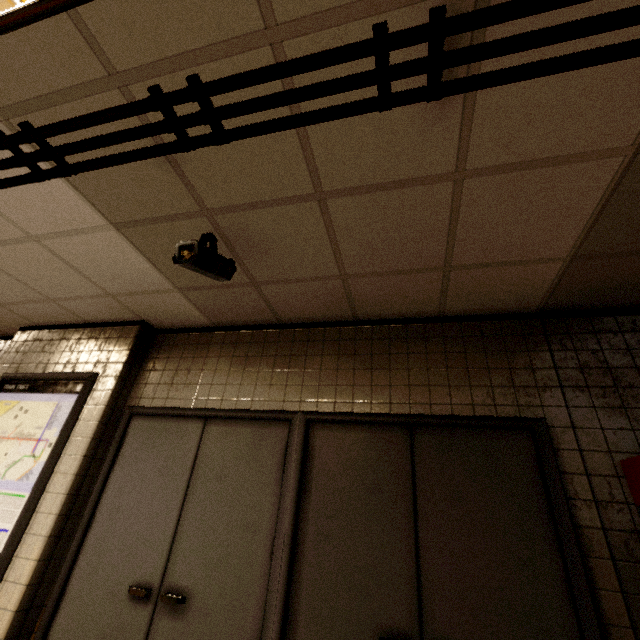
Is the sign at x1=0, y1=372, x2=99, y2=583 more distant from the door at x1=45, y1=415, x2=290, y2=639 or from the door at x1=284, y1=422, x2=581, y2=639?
the door at x1=284, y1=422, x2=581, y2=639

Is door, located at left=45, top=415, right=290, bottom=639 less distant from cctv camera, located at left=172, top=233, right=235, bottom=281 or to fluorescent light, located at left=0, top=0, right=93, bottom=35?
cctv camera, located at left=172, top=233, right=235, bottom=281

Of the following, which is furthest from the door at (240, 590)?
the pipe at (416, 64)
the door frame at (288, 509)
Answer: the pipe at (416, 64)

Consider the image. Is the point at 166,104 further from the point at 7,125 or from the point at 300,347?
the point at 300,347

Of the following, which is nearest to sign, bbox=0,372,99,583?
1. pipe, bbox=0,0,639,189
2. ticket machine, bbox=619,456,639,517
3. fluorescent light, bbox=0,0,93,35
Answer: pipe, bbox=0,0,639,189

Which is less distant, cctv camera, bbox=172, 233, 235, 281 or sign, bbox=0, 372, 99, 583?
cctv camera, bbox=172, 233, 235, 281

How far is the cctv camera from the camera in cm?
197

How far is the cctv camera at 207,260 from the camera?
1.97m
